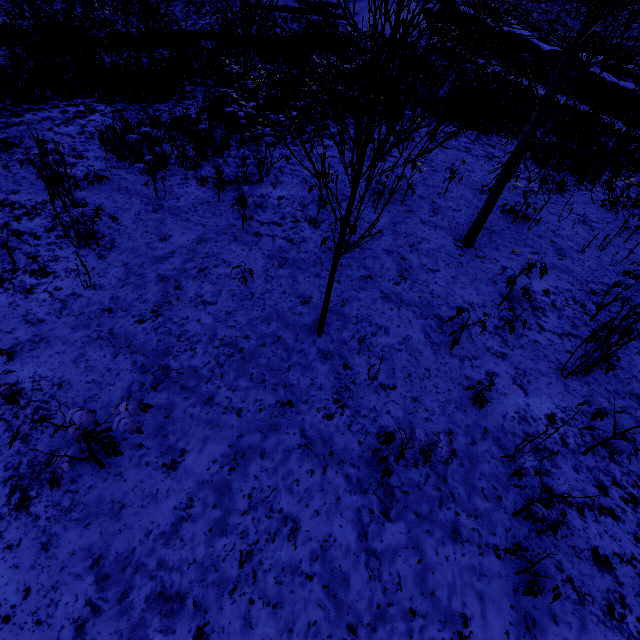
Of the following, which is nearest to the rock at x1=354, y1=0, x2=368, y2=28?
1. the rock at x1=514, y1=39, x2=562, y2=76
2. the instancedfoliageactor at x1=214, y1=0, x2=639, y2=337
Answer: the rock at x1=514, y1=39, x2=562, y2=76

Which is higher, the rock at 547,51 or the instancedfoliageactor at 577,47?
the rock at 547,51

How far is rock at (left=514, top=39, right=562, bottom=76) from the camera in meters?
20.8

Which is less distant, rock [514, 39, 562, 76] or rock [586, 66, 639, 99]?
rock [586, 66, 639, 99]

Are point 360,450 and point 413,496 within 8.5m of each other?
yes

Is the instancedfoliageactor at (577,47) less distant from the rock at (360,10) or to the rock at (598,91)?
the rock at (598,91)
